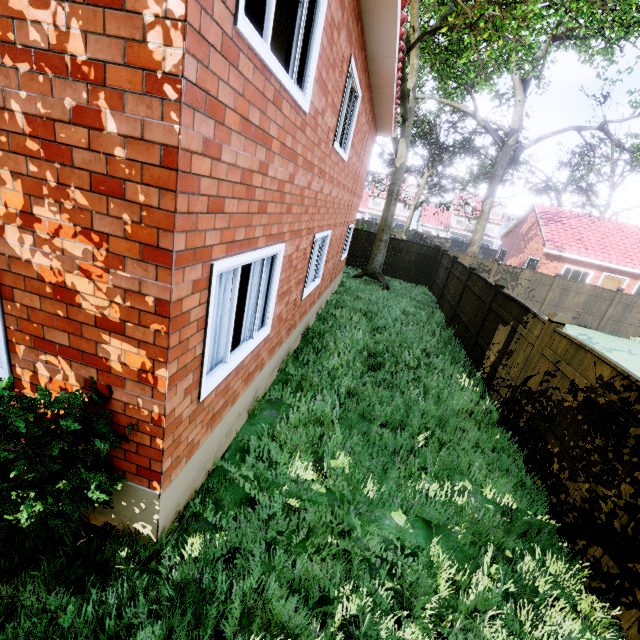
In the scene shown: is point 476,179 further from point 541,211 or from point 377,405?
point 377,405

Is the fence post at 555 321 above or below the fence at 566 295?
above

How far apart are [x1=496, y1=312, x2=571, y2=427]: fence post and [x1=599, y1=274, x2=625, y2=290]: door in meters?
23.9

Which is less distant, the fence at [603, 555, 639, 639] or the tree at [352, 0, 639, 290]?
the fence at [603, 555, 639, 639]

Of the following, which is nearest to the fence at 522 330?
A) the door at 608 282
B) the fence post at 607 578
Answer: the fence post at 607 578

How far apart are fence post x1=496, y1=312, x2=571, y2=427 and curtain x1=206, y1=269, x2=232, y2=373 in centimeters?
489cm

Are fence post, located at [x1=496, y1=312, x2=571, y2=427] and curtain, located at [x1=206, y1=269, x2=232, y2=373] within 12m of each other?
yes

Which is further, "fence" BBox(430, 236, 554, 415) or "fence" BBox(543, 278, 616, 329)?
"fence" BBox(543, 278, 616, 329)
